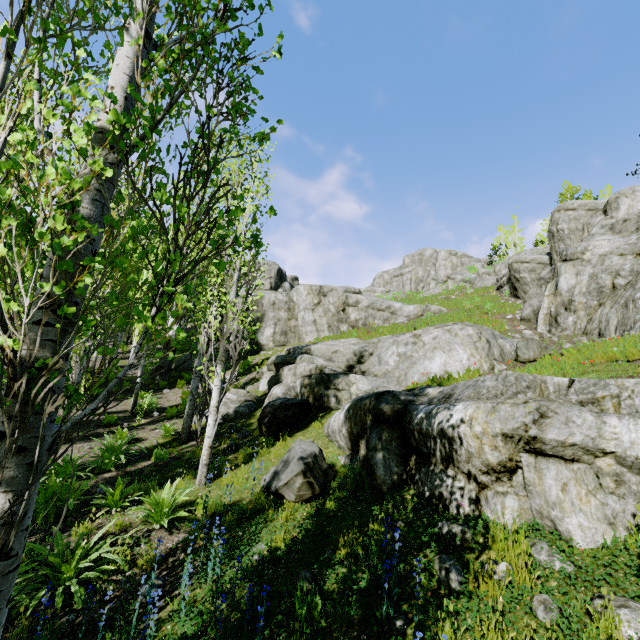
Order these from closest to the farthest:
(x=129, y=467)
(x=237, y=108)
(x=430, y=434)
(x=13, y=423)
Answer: (x=13, y=423) < (x=237, y=108) < (x=430, y=434) < (x=129, y=467)

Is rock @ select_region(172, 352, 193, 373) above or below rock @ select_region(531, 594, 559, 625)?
above

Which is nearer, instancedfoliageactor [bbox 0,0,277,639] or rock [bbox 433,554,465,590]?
instancedfoliageactor [bbox 0,0,277,639]

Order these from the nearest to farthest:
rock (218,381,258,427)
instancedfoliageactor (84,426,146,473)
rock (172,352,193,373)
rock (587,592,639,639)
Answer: rock (587,592,639,639) → instancedfoliageactor (84,426,146,473) → rock (218,381,258,427) → rock (172,352,193,373)

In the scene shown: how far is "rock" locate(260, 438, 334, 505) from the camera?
5.8m

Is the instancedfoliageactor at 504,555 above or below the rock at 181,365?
below

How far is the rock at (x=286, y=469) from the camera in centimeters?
582cm

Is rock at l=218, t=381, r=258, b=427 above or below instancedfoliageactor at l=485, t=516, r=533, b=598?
above
